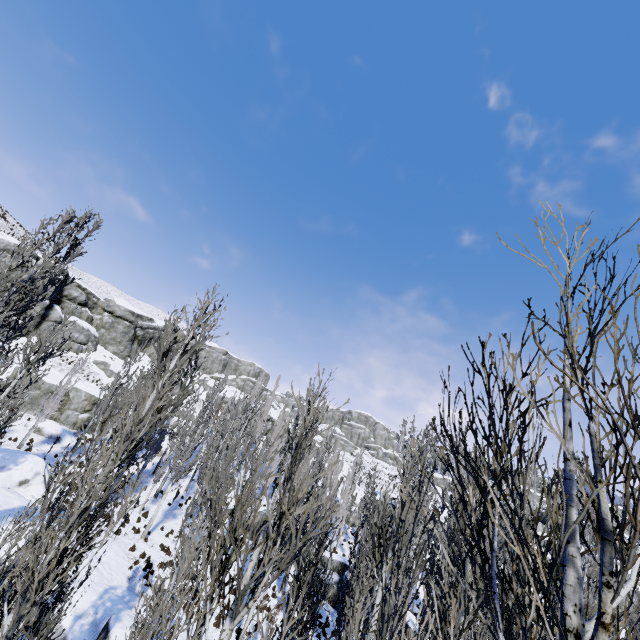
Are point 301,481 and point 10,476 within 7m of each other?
no

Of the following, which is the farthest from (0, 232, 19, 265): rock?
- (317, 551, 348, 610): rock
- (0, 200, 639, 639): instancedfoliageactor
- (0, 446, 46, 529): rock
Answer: (317, 551, 348, 610): rock

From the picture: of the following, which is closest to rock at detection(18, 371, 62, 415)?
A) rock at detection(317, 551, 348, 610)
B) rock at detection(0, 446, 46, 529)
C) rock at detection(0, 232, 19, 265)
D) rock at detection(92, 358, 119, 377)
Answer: rock at detection(0, 232, 19, 265)

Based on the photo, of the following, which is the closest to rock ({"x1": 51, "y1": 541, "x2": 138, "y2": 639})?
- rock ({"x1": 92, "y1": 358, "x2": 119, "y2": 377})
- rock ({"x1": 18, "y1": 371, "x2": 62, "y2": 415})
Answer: rock ({"x1": 18, "y1": 371, "x2": 62, "y2": 415})

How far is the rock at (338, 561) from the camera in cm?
2172

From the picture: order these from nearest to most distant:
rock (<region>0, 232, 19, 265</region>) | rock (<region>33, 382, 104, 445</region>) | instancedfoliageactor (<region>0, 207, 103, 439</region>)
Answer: instancedfoliageactor (<region>0, 207, 103, 439</region>)
rock (<region>33, 382, 104, 445</region>)
rock (<region>0, 232, 19, 265</region>)

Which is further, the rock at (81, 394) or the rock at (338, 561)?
the rock at (81, 394)

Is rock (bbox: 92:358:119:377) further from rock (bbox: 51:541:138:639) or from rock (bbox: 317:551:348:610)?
rock (bbox: 317:551:348:610)
